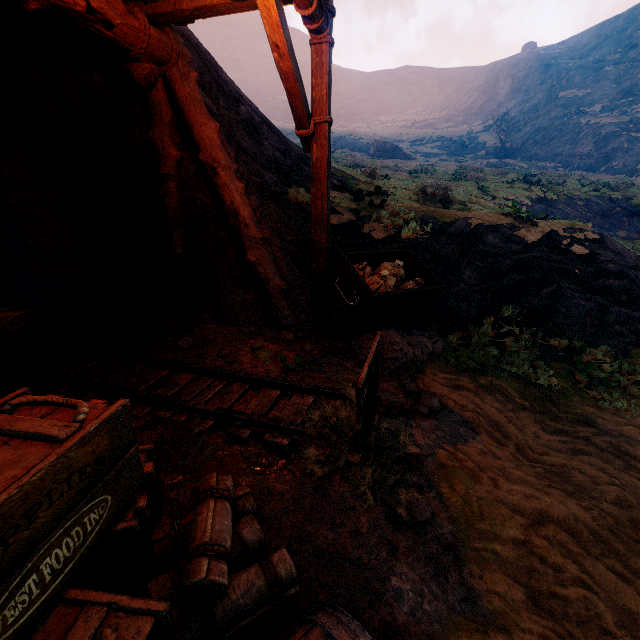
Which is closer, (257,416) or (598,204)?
(257,416)

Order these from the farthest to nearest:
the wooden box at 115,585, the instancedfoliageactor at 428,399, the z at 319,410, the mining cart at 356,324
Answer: the mining cart at 356,324 < the instancedfoliageactor at 428,399 < the z at 319,410 < the wooden box at 115,585

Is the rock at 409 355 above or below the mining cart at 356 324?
below

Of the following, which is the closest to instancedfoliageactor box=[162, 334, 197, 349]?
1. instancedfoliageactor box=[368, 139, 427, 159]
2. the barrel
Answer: the barrel

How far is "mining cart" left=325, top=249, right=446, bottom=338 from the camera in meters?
4.7

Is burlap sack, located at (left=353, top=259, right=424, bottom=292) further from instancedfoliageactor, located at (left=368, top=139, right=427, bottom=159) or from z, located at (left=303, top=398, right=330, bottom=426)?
instancedfoliageactor, located at (left=368, top=139, right=427, bottom=159)

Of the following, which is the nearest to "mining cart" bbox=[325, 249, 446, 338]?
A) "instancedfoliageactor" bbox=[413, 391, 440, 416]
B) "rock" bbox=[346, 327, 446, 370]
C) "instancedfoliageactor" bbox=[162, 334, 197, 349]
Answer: "rock" bbox=[346, 327, 446, 370]

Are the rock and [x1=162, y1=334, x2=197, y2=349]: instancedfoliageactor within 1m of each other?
→ no
